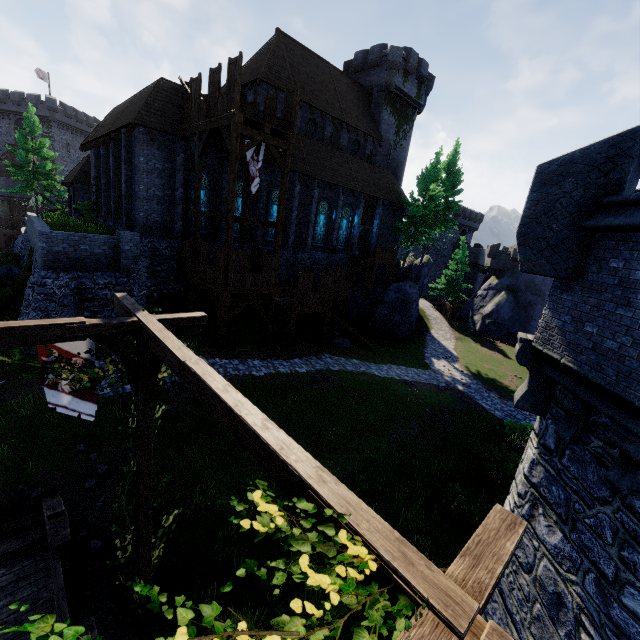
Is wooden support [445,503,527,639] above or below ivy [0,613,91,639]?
below

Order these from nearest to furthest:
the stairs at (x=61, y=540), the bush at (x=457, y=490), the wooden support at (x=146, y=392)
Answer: the wooden support at (x=146, y=392) → the stairs at (x=61, y=540) → the bush at (x=457, y=490)

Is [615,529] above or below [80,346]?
below

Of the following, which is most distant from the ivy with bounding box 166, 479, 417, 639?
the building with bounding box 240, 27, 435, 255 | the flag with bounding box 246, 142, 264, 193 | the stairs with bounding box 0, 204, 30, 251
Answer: the stairs with bounding box 0, 204, 30, 251

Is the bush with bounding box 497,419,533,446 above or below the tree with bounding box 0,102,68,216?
below

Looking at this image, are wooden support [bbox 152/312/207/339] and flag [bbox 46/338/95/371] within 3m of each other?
yes

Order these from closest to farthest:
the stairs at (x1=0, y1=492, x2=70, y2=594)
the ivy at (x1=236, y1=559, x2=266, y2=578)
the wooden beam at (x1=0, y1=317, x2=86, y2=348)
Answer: the ivy at (x1=236, y1=559, x2=266, y2=578), the wooden beam at (x1=0, y1=317, x2=86, y2=348), the stairs at (x1=0, y1=492, x2=70, y2=594)

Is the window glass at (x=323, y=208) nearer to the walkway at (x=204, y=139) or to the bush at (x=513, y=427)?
the walkway at (x=204, y=139)
